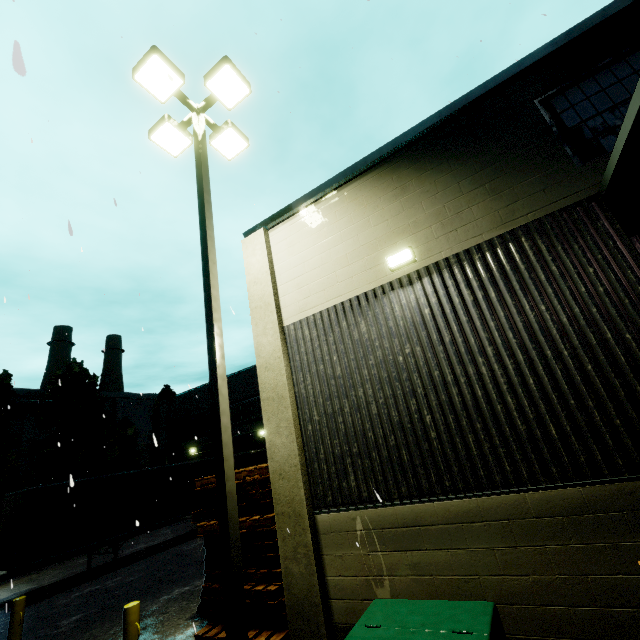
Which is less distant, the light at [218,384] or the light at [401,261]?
the light at [218,384]

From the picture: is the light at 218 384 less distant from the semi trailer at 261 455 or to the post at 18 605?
the post at 18 605

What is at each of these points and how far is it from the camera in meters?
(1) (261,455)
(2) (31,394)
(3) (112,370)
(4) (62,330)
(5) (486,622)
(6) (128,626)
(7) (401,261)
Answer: (1) semi trailer, 21.9 m
(2) building, 37.8 m
(3) smokestack, 53.7 m
(4) smokestack, 49.6 m
(5) electrical box, 3.0 m
(6) post, 4.5 m
(7) light, 5.5 m

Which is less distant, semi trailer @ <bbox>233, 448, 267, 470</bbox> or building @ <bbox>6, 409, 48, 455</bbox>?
semi trailer @ <bbox>233, 448, 267, 470</bbox>

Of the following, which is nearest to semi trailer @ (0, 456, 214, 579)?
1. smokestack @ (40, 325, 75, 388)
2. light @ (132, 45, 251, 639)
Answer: light @ (132, 45, 251, 639)

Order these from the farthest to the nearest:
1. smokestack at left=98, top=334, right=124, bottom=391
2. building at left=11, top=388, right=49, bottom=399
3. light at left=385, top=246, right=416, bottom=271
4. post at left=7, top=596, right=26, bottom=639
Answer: smokestack at left=98, top=334, right=124, bottom=391
building at left=11, top=388, right=49, bottom=399
post at left=7, top=596, right=26, bottom=639
light at left=385, top=246, right=416, bottom=271

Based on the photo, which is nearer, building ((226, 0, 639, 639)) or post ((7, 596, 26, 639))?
building ((226, 0, 639, 639))

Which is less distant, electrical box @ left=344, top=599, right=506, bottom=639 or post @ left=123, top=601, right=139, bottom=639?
electrical box @ left=344, top=599, right=506, bottom=639
